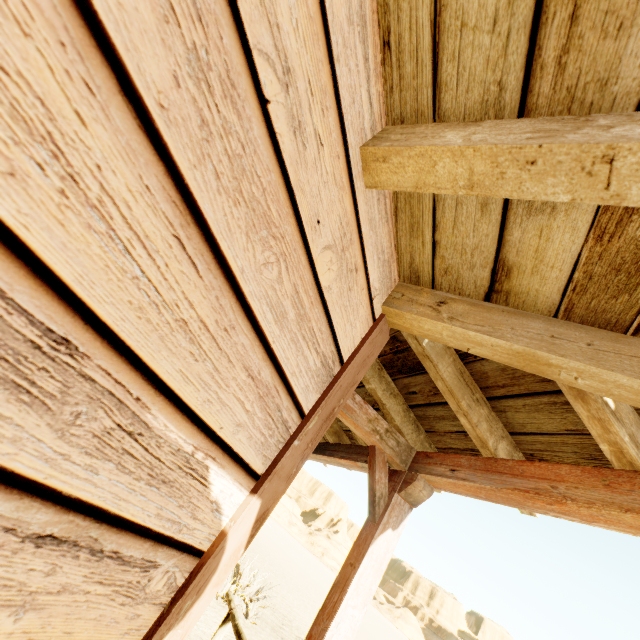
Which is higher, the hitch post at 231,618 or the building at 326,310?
the building at 326,310

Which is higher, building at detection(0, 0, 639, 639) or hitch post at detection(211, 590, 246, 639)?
building at detection(0, 0, 639, 639)

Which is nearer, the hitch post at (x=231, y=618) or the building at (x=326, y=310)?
the building at (x=326, y=310)

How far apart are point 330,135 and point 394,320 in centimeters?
85cm

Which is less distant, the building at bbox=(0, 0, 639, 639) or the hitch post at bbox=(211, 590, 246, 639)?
the building at bbox=(0, 0, 639, 639)
